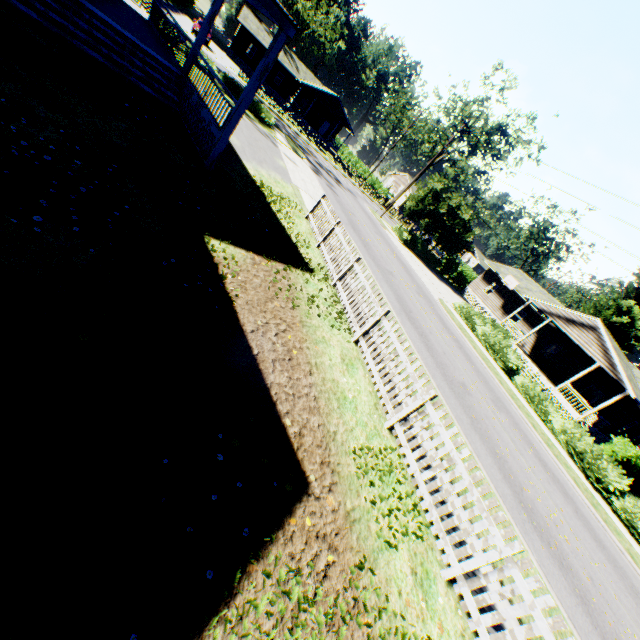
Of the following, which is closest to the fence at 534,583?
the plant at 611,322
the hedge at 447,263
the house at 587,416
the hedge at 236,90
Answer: the plant at 611,322

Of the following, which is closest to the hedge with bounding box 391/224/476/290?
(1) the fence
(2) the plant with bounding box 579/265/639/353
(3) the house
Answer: (3) the house

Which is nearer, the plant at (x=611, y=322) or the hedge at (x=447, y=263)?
the hedge at (x=447, y=263)

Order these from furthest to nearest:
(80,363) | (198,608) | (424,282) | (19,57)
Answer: (424,282) → (19,57) → (80,363) → (198,608)

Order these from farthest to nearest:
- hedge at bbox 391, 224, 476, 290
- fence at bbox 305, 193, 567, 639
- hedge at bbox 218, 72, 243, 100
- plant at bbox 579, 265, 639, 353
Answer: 1. plant at bbox 579, 265, 639, 353
2. hedge at bbox 391, 224, 476, 290
3. hedge at bbox 218, 72, 243, 100
4. fence at bbox 305, 193, 567, 639

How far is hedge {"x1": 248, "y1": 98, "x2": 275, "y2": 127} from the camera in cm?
2427

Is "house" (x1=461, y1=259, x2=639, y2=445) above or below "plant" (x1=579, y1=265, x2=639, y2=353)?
below

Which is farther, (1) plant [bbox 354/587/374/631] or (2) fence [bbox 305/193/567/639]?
(2) fence [bbox 305/193/567/639]
